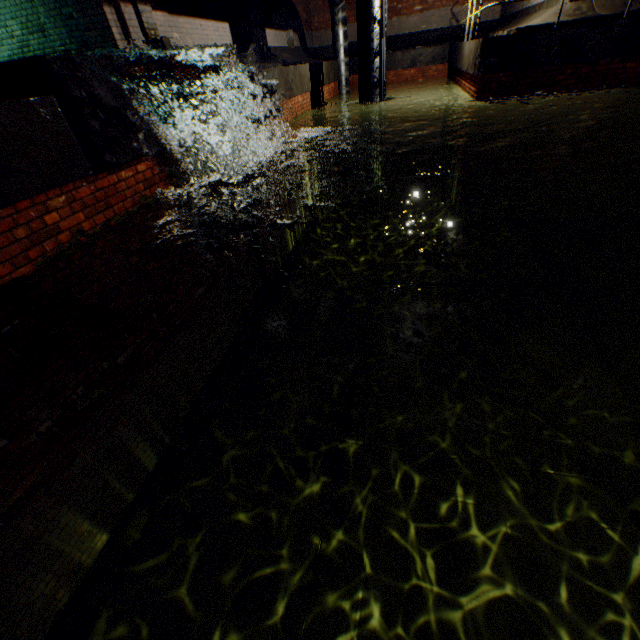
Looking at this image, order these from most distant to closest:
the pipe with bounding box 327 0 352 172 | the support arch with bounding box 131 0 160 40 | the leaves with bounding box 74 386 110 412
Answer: the pipe with bounding box 327 0 352 172 → the support arch with bounding box 131 0 160 40 → the leaves with bounding box 74 386 110 412

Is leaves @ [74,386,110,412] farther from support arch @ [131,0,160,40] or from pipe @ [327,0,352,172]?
support arch @ [131,0,160,40]

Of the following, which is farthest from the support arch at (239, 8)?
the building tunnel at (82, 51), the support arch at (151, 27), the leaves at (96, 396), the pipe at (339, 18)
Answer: the leaves at (96, 396)

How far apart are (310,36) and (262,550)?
22.20m

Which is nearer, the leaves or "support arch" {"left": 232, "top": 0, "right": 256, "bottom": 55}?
the leaves

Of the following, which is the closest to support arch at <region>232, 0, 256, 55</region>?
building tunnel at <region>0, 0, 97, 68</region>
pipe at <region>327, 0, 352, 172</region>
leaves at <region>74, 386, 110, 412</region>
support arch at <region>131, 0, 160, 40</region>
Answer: support arch at <region>131, 0, 160, 40</region>

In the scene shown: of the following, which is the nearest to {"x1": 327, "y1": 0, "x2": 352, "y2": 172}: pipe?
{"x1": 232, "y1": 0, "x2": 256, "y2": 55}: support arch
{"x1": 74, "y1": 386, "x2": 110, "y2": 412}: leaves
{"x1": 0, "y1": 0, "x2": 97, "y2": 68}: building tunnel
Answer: {"x1": 0, "y1": 0, "x2": 97, "y2": 68}: building tunnel

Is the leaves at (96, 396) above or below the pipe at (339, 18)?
below
